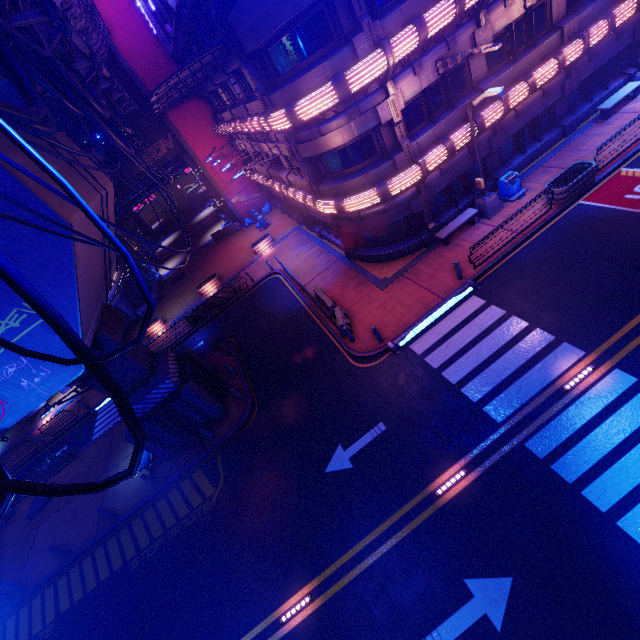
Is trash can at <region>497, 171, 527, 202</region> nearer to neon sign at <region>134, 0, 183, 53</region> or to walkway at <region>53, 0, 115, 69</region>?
walkway at <region>53, 0, 115, 69</region>

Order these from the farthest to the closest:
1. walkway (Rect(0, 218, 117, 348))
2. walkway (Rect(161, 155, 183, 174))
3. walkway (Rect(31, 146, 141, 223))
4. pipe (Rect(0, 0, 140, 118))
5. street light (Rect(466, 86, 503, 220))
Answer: walkway (Rect(161, 155, 183, 174)) < street light (Rect(466, 86, 503, 220)) < walkway (Rect(31, 146, 141, 223)) < walkway (Rect(0, 218, 117, 348)) < pipe (Rect(0, 0, 140, 118))

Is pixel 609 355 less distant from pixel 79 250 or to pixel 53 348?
pixel 79 250

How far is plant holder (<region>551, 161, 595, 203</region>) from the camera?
14.80m

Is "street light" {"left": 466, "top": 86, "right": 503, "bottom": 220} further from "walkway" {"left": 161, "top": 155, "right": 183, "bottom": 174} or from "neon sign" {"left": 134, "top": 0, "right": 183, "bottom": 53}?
"walkway" {"left": 161, "top": 155, "right": 183, "bottom": 174}

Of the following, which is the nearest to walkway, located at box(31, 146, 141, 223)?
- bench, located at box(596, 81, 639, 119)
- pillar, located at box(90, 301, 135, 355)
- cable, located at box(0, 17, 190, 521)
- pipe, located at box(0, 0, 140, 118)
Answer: pillar, located at box(90, 301, 135, 355)

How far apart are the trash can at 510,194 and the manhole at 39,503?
31.9m

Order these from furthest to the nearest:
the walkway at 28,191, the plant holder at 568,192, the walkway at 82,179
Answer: the plant holder at 568,192 < the walkway at 82,179 < the walkway at 28,191
